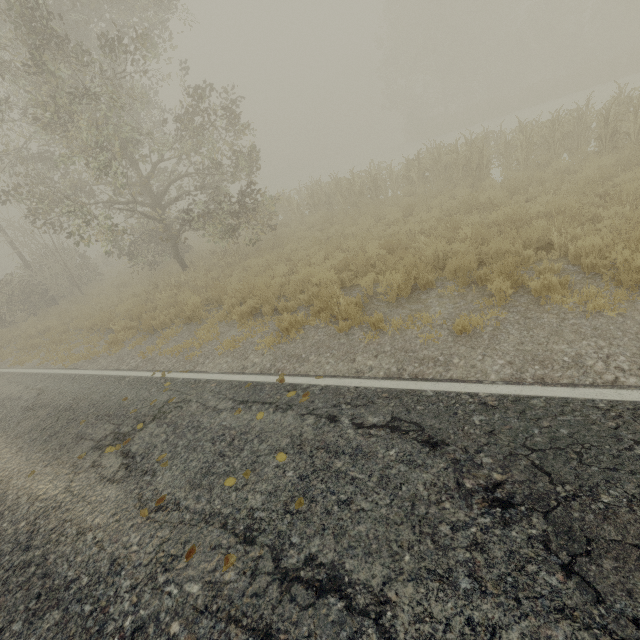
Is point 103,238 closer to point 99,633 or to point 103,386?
point 103,386
